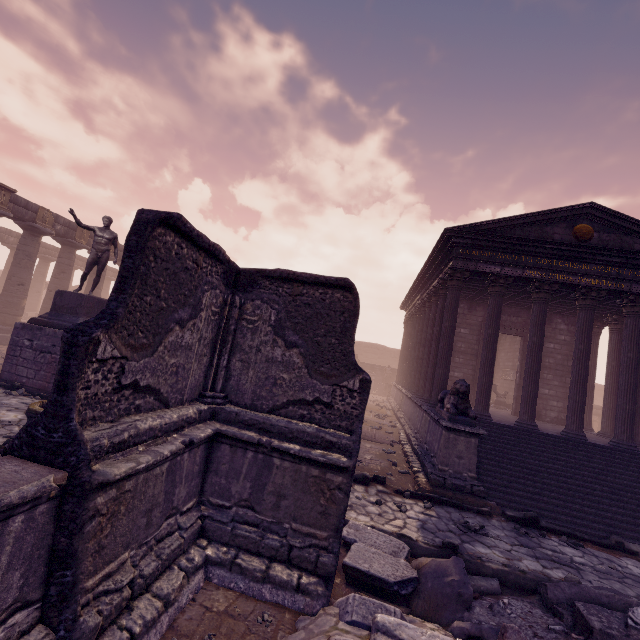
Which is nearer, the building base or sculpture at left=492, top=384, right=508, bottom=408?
the building base

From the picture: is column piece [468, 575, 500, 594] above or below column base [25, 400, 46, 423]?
below

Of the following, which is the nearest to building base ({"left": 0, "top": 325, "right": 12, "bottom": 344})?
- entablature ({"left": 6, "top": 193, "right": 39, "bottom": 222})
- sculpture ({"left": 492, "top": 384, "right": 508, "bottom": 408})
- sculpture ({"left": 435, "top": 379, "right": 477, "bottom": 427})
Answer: entablature ({"left": 6, "top": 193, "right": 39, "bottom": 222})

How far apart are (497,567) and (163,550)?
4.9 meters

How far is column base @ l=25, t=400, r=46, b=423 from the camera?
5.9m

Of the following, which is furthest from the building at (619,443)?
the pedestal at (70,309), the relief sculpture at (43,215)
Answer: the relief sculpture at (43,215)

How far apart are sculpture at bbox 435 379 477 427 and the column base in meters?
8.4 m

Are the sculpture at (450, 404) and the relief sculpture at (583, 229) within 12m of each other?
yes
